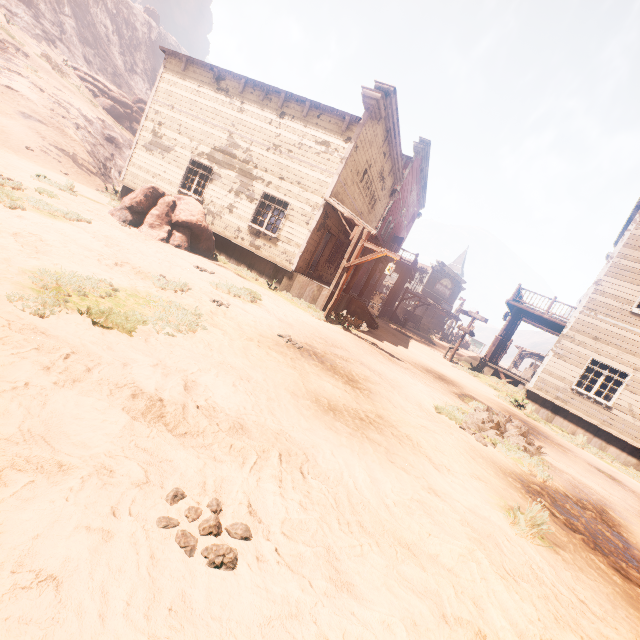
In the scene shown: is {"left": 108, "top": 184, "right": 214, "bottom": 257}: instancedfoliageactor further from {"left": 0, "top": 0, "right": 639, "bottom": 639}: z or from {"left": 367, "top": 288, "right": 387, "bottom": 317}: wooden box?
{"left": 367, "top": 288, "right": 387, "bottom": 317}: wooden box

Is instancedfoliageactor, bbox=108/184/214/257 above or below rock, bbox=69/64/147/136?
below

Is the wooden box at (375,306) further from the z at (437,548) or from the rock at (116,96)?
the rock at (116,96)

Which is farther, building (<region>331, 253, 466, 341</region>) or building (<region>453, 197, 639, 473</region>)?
building (<region>331, 253, 466, 341</region>)

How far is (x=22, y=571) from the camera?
1.3m

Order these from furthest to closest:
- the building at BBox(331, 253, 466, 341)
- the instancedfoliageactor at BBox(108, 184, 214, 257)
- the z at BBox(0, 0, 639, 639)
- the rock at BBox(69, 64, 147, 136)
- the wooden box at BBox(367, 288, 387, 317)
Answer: the rock at BBox(69, 64, 147, 136) < the wooden box at BBox(367, 288, 387, 317) < the building at BBox(331, 253, 466, 341) < the instancedfoliageactor at BBox(108, 184, 214, 257) < the z at BBox(0, 0, 639, 639)

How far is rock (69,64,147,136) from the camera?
32.06m

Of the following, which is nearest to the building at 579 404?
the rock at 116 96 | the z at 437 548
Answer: the z at 437 548
